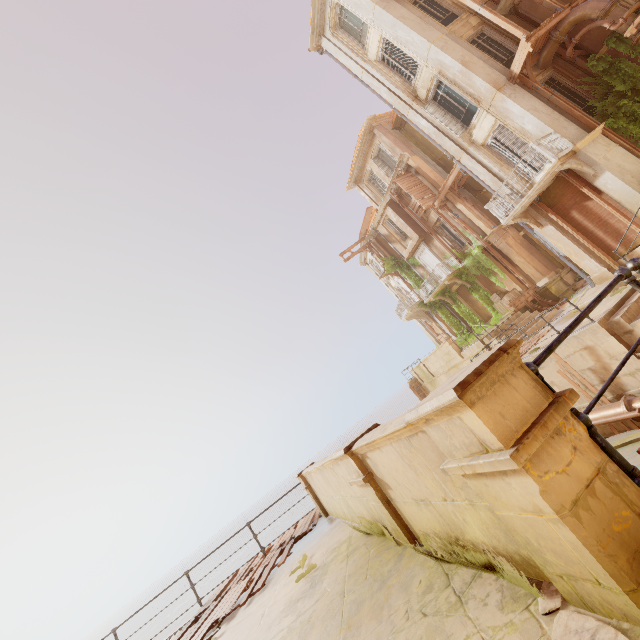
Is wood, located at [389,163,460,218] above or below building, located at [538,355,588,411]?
above

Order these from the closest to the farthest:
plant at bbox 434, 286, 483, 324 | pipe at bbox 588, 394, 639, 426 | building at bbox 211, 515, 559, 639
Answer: building at bbox 211, 515, 559, 639 → pipe at bbox 588, 394, 639, 426 → plant at bbox 434, 286, 483, 324

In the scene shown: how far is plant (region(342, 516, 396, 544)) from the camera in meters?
3.9 m

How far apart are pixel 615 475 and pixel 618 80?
16.6m

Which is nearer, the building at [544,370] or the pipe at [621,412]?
the pipe at [621,412]

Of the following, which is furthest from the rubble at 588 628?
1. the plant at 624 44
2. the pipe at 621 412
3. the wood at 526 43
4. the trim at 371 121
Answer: the trim at 371 121

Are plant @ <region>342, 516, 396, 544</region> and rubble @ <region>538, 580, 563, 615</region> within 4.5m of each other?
yes

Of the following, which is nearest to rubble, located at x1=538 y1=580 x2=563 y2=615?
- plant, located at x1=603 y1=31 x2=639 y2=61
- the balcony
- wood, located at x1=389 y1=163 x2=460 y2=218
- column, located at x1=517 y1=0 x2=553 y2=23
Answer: plant, located at x1=603 y1=31 x2=639 y2=61
